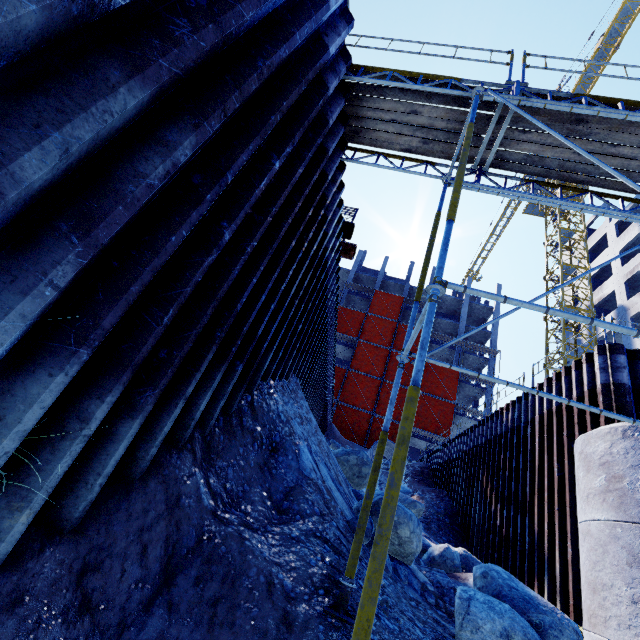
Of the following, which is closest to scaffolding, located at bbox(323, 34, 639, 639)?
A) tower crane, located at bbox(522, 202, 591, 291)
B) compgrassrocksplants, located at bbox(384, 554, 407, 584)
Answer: compgrassrocksplants, located at bbox(384, 554, 407, 584)

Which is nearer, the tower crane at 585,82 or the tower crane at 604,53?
the tower crane at 604,53

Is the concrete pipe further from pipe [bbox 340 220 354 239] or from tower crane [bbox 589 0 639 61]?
tower crane [bbox 589 0 639 61]

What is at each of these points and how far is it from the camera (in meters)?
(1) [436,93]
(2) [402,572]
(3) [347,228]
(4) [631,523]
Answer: (1) scaffolding, 5.60
(2) compgrassrocksplants, 5.05
(3) pipe, 8.98
(4) concrete pipe, 4.71

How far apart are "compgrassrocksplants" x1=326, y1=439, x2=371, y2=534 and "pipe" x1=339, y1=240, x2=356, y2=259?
5.7 meters

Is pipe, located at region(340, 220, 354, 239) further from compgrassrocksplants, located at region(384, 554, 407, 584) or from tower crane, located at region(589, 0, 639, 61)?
tower crane, located at region(589, 0, 639, 61)

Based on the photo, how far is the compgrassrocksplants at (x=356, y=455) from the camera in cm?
584

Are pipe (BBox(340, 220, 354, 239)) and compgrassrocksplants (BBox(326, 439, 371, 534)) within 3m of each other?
no
